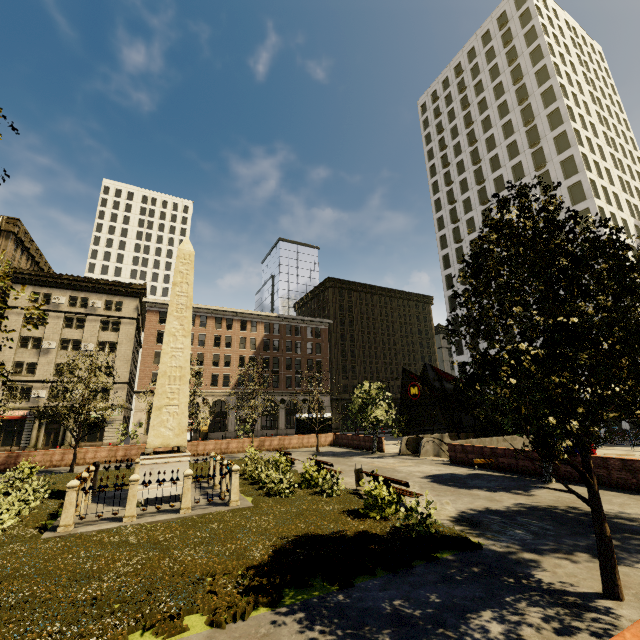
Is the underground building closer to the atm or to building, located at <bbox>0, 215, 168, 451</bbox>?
the atm

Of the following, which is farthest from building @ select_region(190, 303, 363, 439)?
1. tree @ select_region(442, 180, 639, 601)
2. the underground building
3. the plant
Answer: the underground building

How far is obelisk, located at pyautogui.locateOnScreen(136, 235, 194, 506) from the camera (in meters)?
12.68

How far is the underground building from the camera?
23.1m

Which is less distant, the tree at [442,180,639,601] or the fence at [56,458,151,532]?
the tree at [442,180,639,601]

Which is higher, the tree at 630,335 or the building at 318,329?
the building at 318,329

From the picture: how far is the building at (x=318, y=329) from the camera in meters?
48.5

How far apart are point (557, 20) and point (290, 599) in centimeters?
8127cm
